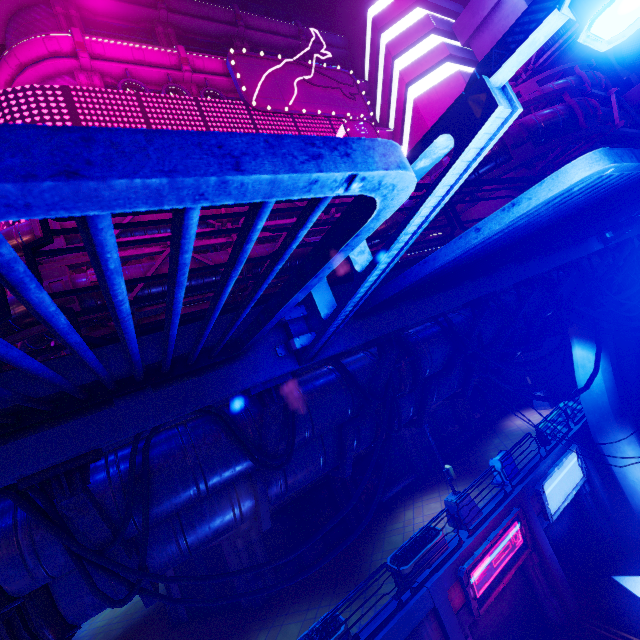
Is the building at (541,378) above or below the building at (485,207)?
below

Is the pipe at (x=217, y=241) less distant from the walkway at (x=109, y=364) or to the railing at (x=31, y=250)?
the walkway at (x=109, y=364)

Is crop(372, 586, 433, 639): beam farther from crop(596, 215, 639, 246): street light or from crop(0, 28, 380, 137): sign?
crop(0, 28, 380, 137): sign

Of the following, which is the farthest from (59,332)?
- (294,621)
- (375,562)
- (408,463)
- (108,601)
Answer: (408,463)

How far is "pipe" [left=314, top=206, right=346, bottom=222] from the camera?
16.55m

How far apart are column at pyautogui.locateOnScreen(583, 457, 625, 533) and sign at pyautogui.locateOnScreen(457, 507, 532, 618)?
5.6m

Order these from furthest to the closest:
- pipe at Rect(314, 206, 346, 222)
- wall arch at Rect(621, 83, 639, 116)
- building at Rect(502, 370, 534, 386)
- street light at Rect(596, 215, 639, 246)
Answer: building at Rect(502, 370, 534, 386) → pipe at Rect(314, 206, 346, 222) → wall arch at Rect(621, 83, 639, 116) → street light at Rect(596, 215, 639, 246)

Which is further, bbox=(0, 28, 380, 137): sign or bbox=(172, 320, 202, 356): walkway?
bbox=(0, 28, 380, 137): sign
